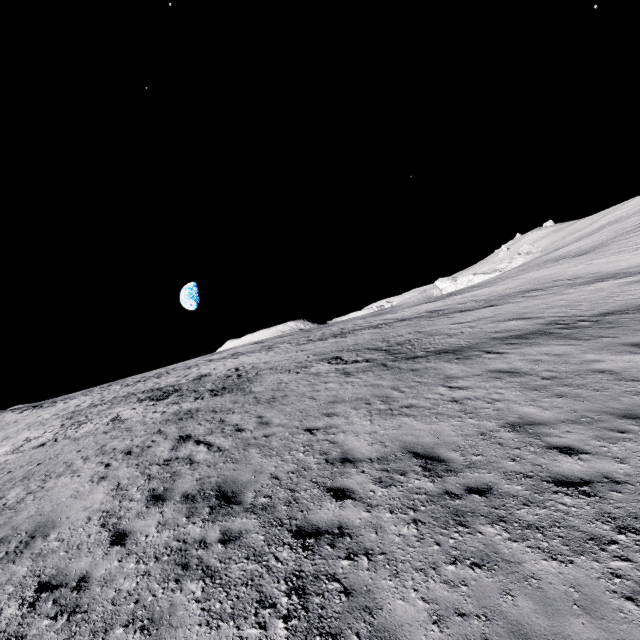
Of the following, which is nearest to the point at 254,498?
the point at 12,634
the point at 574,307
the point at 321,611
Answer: the point at 321,611
